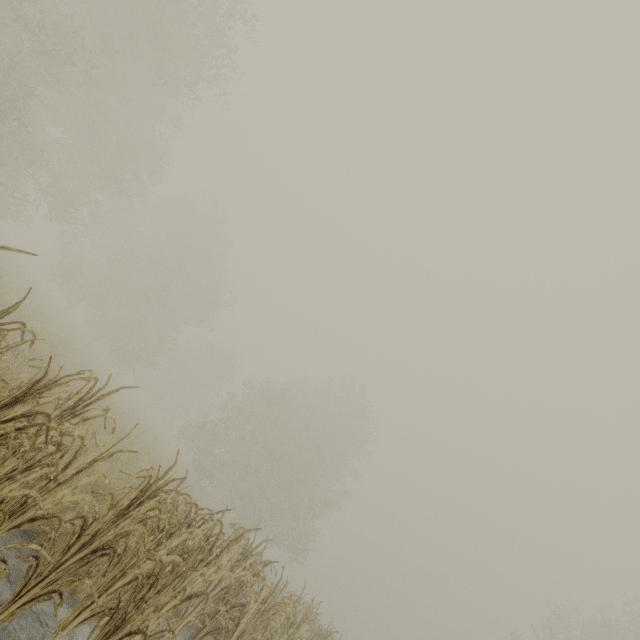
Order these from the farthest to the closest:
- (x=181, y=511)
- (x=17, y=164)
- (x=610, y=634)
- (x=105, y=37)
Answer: (x=610, y=634) < (x=17, y=164) < (x=105, y=37) < (x=181, y=511)
